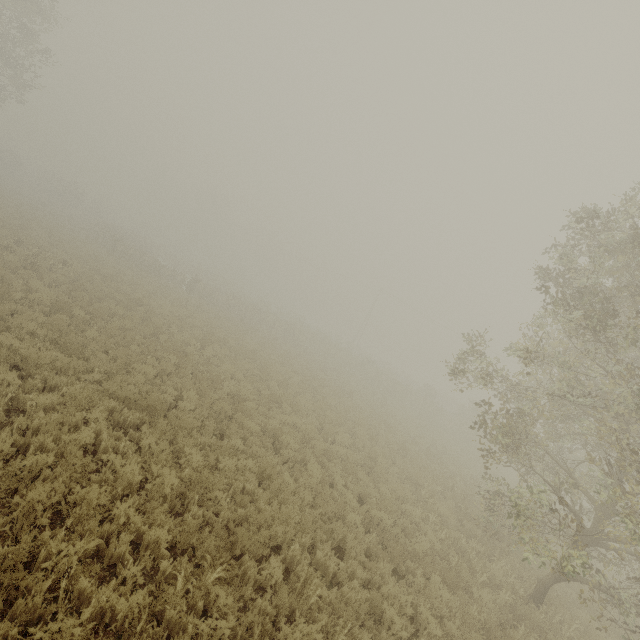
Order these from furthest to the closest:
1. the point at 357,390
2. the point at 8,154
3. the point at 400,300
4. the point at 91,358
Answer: the point at 400,300
the point at 8,154
the point at 357,390
the point at 91,358
